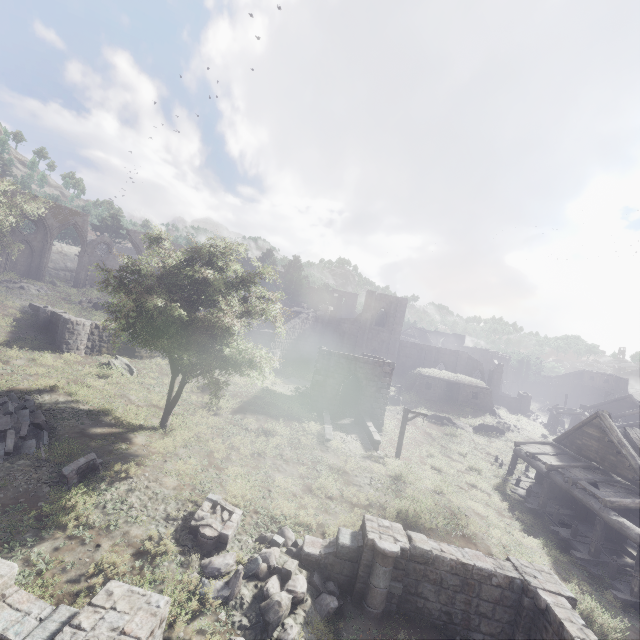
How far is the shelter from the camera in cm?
3719

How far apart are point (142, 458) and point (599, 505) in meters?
20.9

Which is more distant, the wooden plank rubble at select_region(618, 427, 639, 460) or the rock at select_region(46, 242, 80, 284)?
the rock at select_region(46, 242, 80, 284)

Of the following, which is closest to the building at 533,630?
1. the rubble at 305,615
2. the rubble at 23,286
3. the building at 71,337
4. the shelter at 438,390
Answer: the rubble at 305,615

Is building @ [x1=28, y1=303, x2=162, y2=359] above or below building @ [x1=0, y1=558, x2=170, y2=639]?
above

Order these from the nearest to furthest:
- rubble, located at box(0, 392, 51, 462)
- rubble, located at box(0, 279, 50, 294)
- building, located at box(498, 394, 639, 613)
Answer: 1. rubble, located at box(0, 392, 51, 462)
2. building, located at box(498, 394, 639, 613)
3. rubble, located at box(0, 279, 50, 294)

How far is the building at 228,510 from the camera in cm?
974

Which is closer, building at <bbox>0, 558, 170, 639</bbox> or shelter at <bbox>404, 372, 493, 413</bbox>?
building at <bbox>0, 558, 170, 639</bbox>
